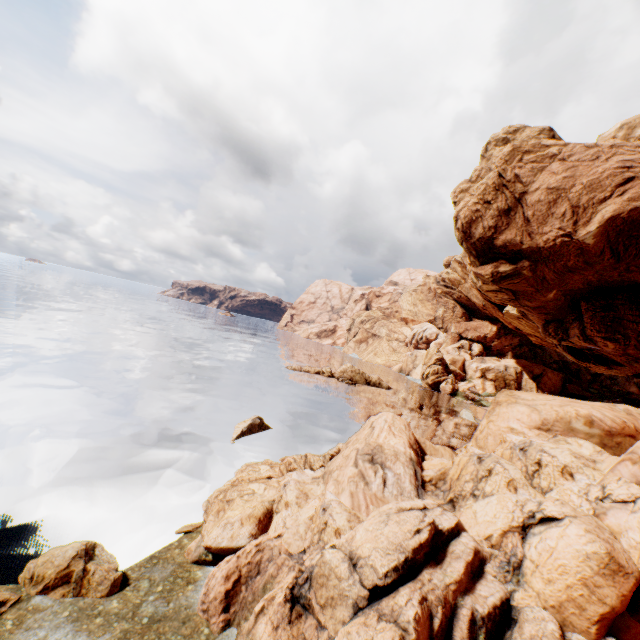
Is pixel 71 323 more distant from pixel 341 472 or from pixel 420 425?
pixel 341 472

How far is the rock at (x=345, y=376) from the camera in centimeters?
4997cm

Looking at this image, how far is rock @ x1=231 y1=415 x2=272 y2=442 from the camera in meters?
21.1 m

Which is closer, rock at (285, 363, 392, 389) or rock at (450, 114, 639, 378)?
rock at (450, 114, 639, 378)

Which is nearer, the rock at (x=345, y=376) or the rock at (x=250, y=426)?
the rock at (x=250, y=426)

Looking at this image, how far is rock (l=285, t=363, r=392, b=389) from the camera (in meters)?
49.97

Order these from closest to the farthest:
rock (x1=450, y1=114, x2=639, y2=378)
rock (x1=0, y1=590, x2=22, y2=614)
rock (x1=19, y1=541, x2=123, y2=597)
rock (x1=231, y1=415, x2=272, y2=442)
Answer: rock (x1=0, y1=590, x2=22, y2=614), rock (x1=19, y1=541, x2=123, y2=597), rock (x1=231, y1=415, x2=272, y2=442), rock (x1=450, y1=114, x2=639, y2=378)
